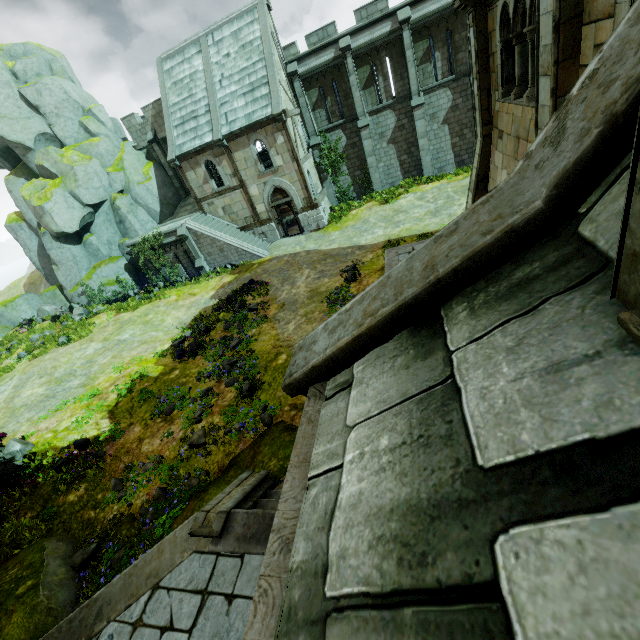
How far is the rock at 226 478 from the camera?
7.74m

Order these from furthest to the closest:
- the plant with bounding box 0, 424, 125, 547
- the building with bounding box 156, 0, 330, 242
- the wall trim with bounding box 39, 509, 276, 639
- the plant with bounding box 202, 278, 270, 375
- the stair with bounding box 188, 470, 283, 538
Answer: the building with bounding box 156, 0, 330, 242, the plant with bounding box 202, 278, 270, 375, the plant with bounding box 0, 424, 125, 547, the stair with bounding box 188, 470, 283, 538, the wall trim with bounding box 39, 509, 276, 639

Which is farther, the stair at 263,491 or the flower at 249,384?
the flower at 249,384

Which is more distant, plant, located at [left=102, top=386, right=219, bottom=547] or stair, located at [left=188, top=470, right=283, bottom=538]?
plant, located at [left=102, top=386, right=219, bottom=547]

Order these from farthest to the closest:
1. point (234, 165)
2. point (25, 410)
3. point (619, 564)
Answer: point (234, 165) → point (25, 410) → point (619, 564)

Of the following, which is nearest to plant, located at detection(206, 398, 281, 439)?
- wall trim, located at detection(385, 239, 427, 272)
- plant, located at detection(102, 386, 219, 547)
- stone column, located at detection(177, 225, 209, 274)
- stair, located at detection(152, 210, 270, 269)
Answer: plant, located at detection(102, 386, 219, 547)

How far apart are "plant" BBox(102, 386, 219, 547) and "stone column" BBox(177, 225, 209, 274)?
15.7 meters

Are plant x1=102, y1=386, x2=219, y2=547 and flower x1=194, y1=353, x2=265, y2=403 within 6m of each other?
yes
